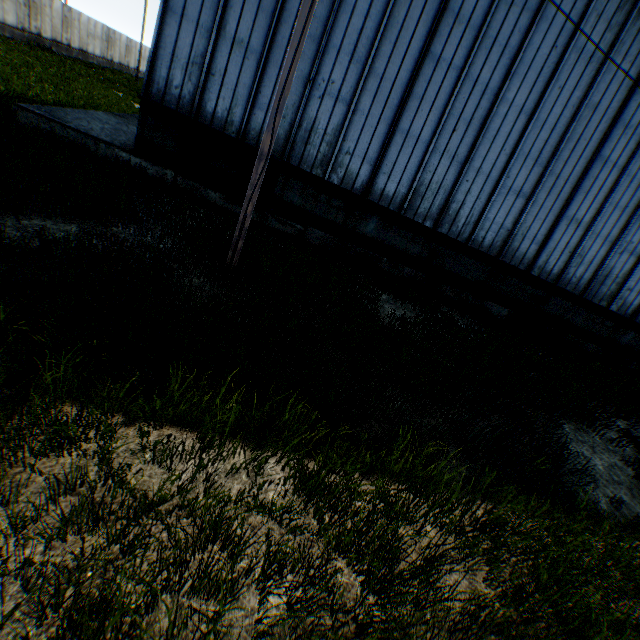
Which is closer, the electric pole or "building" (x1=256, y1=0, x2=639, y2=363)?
the electric pole

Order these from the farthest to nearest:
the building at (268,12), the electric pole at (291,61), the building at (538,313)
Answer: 1. the building at (538,313)
2. the building at (268,12)
3. the electric pole at (291,61)

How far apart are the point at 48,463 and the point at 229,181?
9.6m

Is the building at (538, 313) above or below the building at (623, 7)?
below

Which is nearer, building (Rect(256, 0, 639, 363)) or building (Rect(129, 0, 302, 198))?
building (Rect(129, 0, 302, 198))
